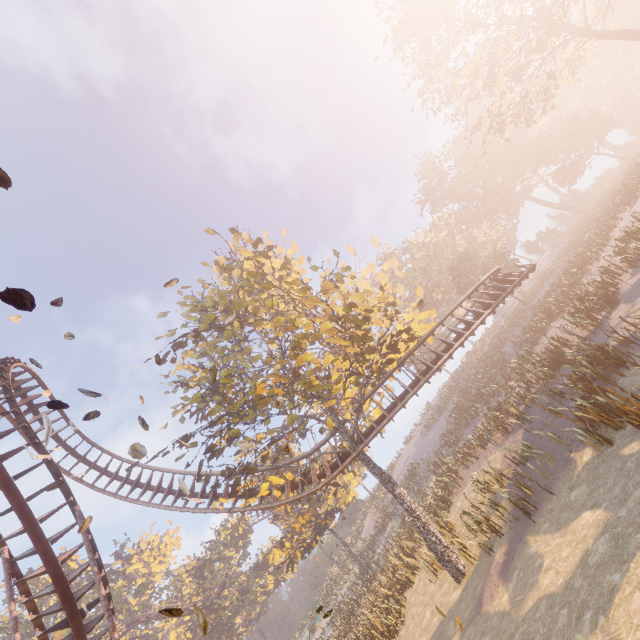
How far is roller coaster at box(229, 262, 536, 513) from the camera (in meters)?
16.66

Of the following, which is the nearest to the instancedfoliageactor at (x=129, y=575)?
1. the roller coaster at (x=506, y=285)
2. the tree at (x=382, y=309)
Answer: the roller coaster at (x=506, y=285)

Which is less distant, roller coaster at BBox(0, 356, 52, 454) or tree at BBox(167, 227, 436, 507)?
roller coaster at BBox(0, 356, 52, 454)

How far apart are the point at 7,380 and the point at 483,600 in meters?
20.2 m

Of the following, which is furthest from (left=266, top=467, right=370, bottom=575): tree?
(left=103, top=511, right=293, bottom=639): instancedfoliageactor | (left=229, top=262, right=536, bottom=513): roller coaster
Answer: (left=103, top=511, right=293, bottom=639): instancedfoliageactor

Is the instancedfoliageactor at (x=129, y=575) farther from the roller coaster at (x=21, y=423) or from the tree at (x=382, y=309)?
the tree at (x=382, y=309)

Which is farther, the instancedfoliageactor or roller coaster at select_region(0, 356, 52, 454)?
the instancedfoliageactor

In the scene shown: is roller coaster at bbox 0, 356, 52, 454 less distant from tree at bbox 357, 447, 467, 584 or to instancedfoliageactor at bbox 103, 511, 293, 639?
tree at bbox 357, 447, 467, 584
